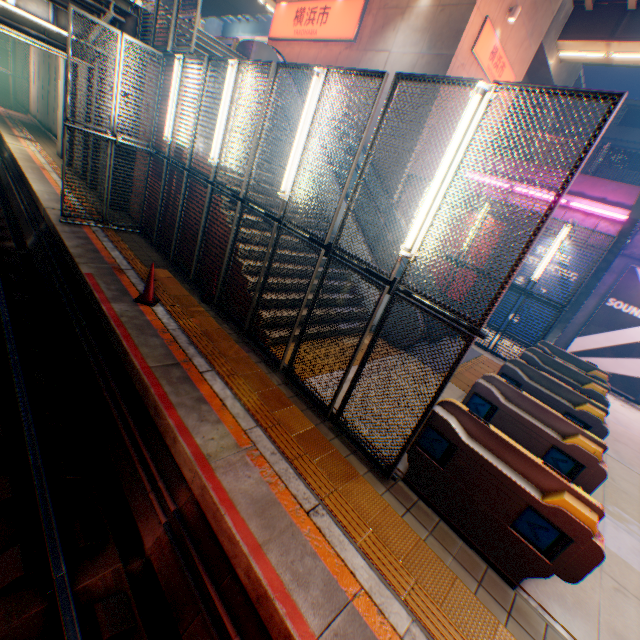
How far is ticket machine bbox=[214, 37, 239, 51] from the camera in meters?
13.5

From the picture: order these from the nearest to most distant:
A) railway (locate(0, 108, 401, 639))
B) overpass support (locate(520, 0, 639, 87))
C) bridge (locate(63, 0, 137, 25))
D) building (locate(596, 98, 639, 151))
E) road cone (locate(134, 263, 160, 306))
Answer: railway (locate(0, 108, 401, 639)) → road cone (locate(134, 263, 160, 306)) → bridge (locate(63, 0, 137, 25)) → overpass support (locate(520, 0, 639, 87)) → building (locate(596, 98, 639, 151))

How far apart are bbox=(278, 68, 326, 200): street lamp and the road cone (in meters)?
2.94

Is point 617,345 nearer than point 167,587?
No

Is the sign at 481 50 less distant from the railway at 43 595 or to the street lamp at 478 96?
the street lamp at 478 96

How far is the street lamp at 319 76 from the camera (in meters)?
4.86

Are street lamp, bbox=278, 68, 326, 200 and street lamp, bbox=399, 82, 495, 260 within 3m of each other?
yes

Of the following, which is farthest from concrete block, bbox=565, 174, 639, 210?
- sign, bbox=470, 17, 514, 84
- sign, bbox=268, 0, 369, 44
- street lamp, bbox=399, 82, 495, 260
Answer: street lamp, bbox=399, 82, 495, 260
